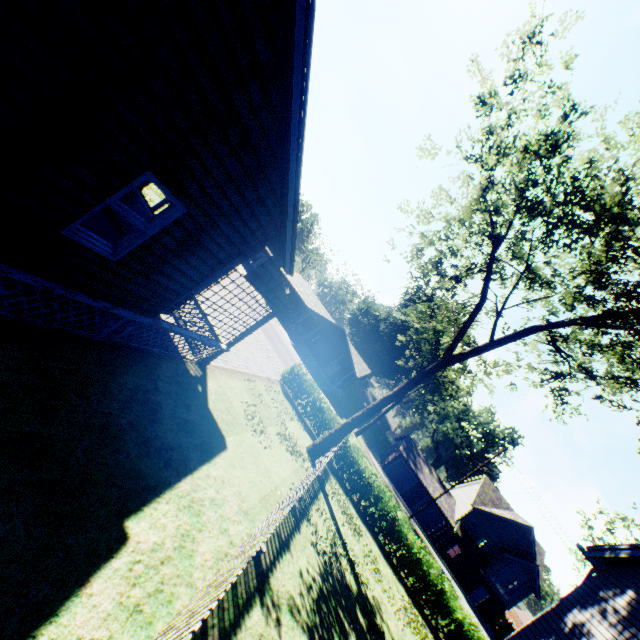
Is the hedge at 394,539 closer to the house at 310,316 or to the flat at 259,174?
the flat at 259,174

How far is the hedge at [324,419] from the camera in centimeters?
2006cm

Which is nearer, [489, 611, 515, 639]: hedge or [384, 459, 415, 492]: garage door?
[489, 611, 515, 639]: hedge

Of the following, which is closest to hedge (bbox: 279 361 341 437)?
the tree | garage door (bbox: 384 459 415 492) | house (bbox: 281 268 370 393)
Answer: the tree

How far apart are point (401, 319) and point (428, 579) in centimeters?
4553cm

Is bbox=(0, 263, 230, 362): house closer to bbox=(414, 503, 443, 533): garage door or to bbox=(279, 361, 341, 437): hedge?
bbox=(279, 361, 341, 437): hedge

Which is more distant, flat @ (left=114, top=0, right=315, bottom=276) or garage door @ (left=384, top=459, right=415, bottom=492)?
garage door @ (left=384, top=459, right=415, bottom=492)

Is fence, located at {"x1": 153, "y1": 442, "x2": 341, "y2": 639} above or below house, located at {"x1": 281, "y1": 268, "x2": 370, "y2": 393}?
below
